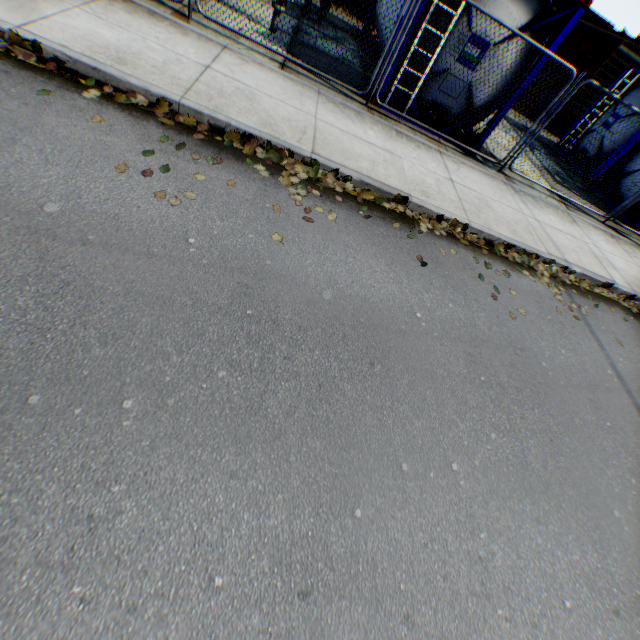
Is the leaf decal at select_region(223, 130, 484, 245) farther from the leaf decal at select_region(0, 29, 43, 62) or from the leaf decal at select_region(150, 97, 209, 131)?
the leaf decal at select_region(0, 29, 43, 62)

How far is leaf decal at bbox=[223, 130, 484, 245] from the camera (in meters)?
4.51

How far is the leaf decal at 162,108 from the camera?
4.18m

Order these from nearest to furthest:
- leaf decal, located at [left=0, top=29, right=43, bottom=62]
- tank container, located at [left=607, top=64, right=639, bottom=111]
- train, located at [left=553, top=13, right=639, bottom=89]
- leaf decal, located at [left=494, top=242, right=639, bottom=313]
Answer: leaf decal, located at [left=0, top=29, right=43, bottom=62] < leaf decal, located at [left=494, top=242, right=639, bottom=313] < tank container, located at [left=607, top=64, right=639, bottom=111] < train, located at [left=553, top=13, right=639, bottom=89]

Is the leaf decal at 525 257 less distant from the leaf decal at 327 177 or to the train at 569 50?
the leaf decal at 327 177

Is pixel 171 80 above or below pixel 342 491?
above

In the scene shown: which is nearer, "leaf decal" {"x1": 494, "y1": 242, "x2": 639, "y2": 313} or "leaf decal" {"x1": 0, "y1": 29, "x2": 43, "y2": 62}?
"leaf decal" {"x1": 0, "y1": 29, "x2": 43, "y2": 62}

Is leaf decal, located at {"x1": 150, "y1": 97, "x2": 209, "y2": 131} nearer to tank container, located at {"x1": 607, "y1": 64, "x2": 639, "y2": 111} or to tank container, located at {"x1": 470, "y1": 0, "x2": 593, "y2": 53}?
tank container, located at {"x1": 470, "y1": 0, "x2": 593, "y2": 53}
